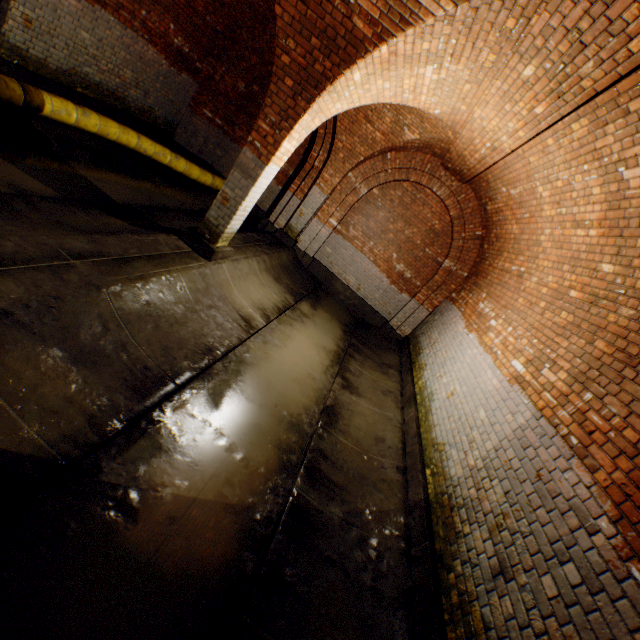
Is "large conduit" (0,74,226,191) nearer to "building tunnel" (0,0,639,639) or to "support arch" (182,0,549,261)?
"building tunnel" (0,0,639,639)

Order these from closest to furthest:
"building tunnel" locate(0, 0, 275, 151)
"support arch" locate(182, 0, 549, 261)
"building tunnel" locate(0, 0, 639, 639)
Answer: "building tunnel" locate(0, 0, 639, 639), "support arch" locate(182, 0, 549, 261), "building tunnel" locate(0, 0, 275, 151)

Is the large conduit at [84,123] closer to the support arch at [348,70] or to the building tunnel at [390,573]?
the building tunnel at [390,573]

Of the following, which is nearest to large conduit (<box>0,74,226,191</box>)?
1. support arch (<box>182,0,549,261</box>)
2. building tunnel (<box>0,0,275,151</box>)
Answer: building tunnel (<box>0,0,275,151</box>)

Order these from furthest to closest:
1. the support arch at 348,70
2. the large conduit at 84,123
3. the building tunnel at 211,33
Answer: the building tunnel at 211,33, the large conduit at 84,123, the support arch at 348,70

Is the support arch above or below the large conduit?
above

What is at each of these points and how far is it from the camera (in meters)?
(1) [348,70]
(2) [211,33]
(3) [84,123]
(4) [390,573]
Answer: (1) support arch, 4.00
(2) building tunnel, 8.28
(3) large conduit, 6.33
(4) building tunnel, 3.09
